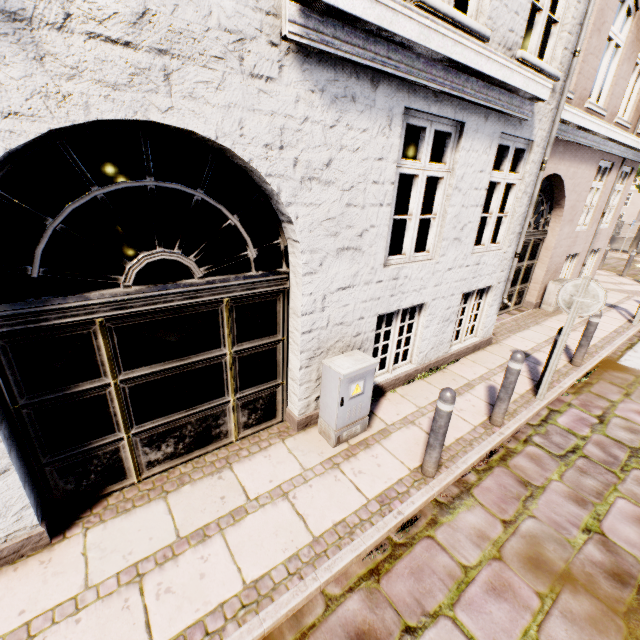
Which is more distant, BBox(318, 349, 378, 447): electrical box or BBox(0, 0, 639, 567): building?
BBox(318, 349, 378, 447): electrical box

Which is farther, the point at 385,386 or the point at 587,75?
the point at 587,75

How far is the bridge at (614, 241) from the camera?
28.96m

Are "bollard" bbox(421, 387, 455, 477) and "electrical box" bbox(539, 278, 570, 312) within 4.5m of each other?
no

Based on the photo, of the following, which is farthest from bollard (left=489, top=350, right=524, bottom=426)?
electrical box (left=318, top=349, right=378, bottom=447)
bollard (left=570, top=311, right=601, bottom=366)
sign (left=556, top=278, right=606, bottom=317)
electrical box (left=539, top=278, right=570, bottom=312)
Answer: electrical box (left=539, top=278, right=570, bottom=312)

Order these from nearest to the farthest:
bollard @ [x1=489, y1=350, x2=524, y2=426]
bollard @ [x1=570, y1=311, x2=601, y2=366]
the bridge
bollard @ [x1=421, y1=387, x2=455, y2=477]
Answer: bollard @ [x1=421, y1=387, x2=455, y2=477], bollard @ [x1=489, y1=350, x2=524, y2=426], bollard @ [x1=570, y1=311, x2=601, y2=366], the bridge

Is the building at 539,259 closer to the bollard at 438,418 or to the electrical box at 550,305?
the electrical box at 550,305

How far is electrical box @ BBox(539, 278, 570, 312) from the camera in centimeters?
852cm
